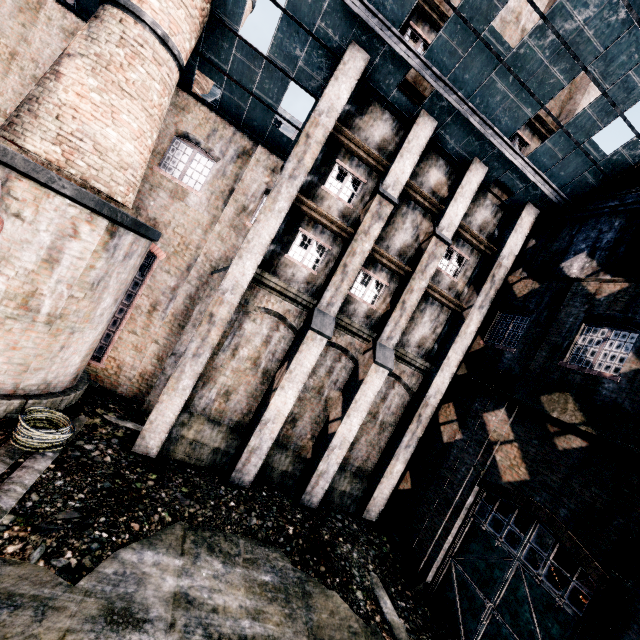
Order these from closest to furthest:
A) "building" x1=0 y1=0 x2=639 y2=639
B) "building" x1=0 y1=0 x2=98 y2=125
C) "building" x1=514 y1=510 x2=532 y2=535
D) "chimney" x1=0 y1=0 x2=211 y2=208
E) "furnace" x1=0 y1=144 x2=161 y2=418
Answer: "furnace" x1=0 y1=144 x2=161 y2=418 < "chimney" x1=0 y1=0 x2=211 y2=208 < "building" x1=0 y1=0 x2=639 y2=639 < "building" x1=0 y1=0 x2=98 y2=125 < "building" x1=514 y1=510 x2=532 y2=535

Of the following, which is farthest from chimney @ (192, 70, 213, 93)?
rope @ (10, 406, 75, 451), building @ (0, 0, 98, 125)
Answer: rope @ (10, 406, 75, 451)

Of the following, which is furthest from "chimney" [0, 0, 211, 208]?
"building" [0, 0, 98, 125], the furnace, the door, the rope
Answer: the door

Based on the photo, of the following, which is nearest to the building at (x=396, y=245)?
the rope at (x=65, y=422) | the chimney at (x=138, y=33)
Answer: the chimney at (x=138, y=33)

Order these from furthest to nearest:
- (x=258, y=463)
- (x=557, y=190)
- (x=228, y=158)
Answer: (x=228, y=158), (x=557, y=190), (x=258, y=463)

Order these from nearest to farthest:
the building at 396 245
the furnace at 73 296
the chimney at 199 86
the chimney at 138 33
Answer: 1. the furnace at 73 296
2. the chimney at 138 33
3. the building at 396 245
4. the chimney at 199 86

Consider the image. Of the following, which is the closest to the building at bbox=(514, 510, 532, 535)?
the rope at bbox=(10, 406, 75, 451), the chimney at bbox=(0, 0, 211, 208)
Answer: the chimney at bbox=(0, 0, 211, 208)
